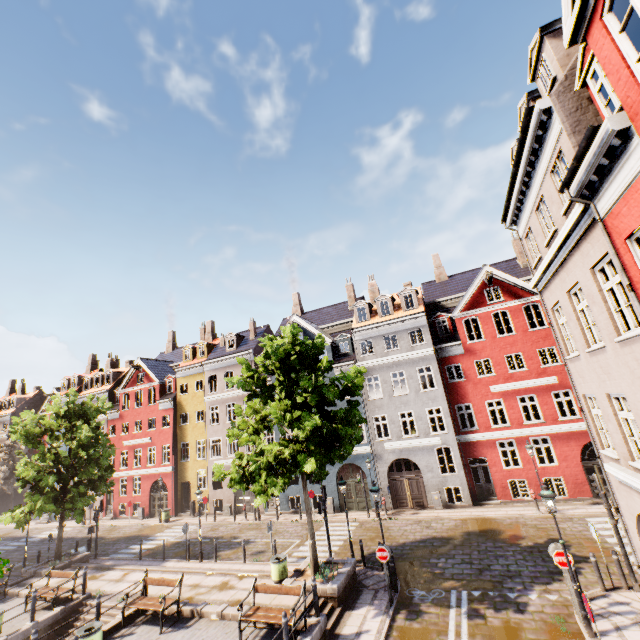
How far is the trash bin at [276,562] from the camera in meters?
13.3 m

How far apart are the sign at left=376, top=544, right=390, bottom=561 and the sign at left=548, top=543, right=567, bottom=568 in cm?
536

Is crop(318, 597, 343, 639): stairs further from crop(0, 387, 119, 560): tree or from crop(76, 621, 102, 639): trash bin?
crop(76, 621, 102, 639): trash bin

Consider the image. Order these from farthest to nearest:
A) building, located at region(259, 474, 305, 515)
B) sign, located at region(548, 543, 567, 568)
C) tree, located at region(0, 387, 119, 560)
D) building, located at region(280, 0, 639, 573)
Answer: building, located at region(259, 474, 305, 515), tree, located at region(0, 387, 119, 560), sign, located at region(548, 543, 567, 568), building, located at region(280, 0, 639, 573)

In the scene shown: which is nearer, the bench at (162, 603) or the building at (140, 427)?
the bench at (162, 603)

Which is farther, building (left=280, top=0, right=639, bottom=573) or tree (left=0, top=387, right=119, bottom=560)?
tree (left=0, top=387, right=119, bottom=560)

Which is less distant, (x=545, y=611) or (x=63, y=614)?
(x=545, y=611)

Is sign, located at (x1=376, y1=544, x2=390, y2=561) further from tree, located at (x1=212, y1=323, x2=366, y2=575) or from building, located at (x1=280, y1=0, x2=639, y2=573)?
building, located at (x1=280, y1=0, x2=639, y2=573)
